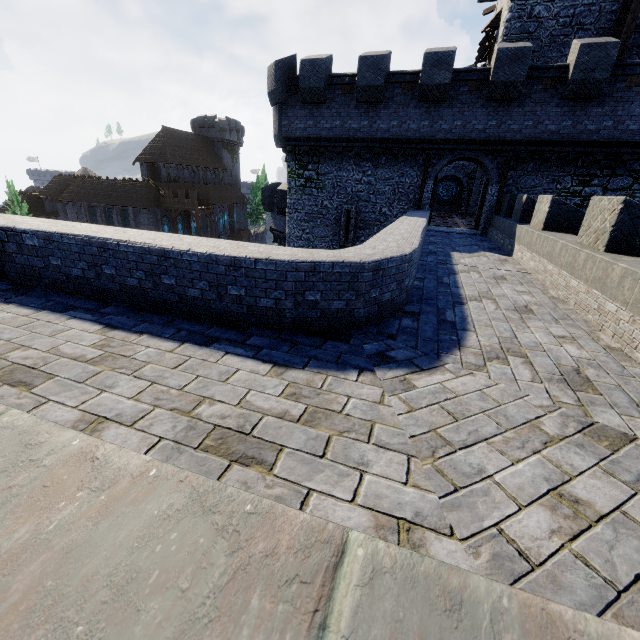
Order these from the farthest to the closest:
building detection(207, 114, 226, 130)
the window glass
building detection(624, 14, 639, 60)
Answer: building detection(207, 114, 226, 130), the window glass, building detection(624, 14, 639, 60)

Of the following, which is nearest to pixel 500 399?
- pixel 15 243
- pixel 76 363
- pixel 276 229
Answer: pixel 76 363

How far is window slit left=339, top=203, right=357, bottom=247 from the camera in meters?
18.5 m

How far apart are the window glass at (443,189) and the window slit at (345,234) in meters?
19.6

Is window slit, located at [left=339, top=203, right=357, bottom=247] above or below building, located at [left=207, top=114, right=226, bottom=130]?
below

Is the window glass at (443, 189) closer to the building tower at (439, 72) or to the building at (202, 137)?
the building tower at (439, 72)

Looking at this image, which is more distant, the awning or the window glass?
the window glass

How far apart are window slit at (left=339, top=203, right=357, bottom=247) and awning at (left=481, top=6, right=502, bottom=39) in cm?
1299
